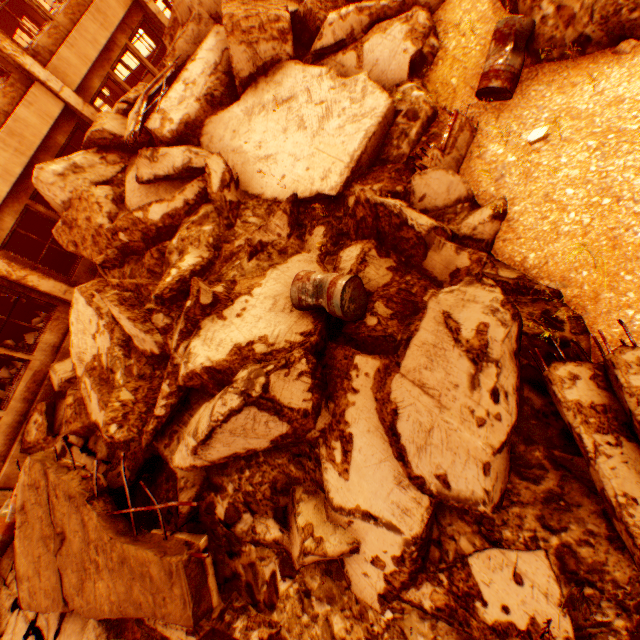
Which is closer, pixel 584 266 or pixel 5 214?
pixel 584 266

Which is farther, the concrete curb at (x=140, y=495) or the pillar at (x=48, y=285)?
the pillar at (x=48, y=285)

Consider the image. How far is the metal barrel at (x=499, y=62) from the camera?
4.54m

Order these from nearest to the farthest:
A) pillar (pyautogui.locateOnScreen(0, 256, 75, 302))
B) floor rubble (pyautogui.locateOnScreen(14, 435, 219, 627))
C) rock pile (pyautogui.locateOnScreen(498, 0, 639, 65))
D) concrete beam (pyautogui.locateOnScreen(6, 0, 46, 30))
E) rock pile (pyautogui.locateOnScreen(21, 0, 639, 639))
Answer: rock pile (pyautogui.locateOnScreen(21, 0, 639, 639)) → floor rubble (pyautogui.locateOnScreen(14, 435, 219, 627)) → rock pile (pyautogui.locateOnScreen(498, 0, 639, 65)) → pillar (pyautogui.locateOnScreen(0, 256, 75, 302)) → concrete beam (pyautogui.locateOnScreen(6, 0, 46, 30))

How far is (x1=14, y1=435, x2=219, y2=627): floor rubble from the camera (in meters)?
3.32

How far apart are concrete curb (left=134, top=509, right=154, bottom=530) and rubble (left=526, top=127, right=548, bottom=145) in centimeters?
742cm

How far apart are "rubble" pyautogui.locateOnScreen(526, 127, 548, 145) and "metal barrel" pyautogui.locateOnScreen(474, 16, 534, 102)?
0.77m

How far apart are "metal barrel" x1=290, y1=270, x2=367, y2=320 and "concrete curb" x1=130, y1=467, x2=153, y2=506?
3.6 meters
